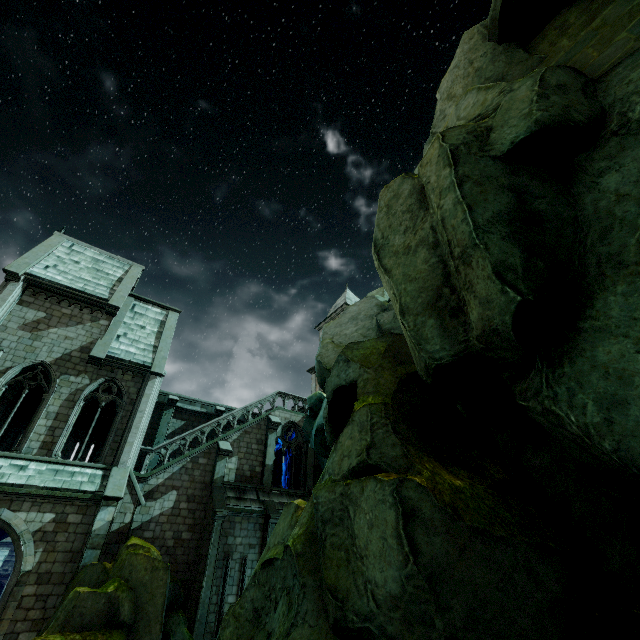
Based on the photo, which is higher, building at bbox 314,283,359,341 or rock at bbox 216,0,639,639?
building at bbox 314,283,359,341

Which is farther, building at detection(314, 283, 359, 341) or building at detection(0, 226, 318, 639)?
building at detection(314, 283, 359, 341)

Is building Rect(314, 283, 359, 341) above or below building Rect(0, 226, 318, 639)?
above

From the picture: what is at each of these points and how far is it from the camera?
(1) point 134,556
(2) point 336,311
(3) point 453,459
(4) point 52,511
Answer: (1) rock, 12.5m
(2) building, 35.4m
(3) rock, 6.2m
(4) building, 13.3m

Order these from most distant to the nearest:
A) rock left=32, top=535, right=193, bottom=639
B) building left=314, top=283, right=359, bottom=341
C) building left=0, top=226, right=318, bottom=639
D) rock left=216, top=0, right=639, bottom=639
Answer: building left=314, top=283, right=359, bottom=341
building left=0, top=226, right=318, bottom=639
rock left=32, top=535, right=193, bottom=639
rock left=216, top=0, right=639, bottom=639

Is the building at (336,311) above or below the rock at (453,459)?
above

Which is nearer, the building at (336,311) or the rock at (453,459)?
the rock at (453,459)

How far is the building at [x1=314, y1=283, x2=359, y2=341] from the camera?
35.0 meters
